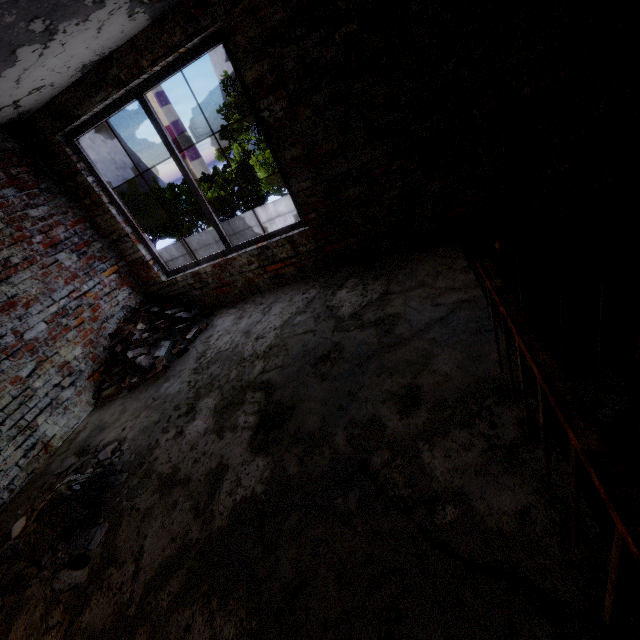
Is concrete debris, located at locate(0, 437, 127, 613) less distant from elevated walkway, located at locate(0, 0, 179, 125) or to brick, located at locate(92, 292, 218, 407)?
brick, located at locate(92, 292, 218, 407)

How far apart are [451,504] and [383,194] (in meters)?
3.33

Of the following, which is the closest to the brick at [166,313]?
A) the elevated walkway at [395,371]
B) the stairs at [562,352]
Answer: the elevated walkway at [395,371]

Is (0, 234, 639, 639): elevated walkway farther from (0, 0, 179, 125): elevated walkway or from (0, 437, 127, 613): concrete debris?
(0, 0, 179, 125): elevated walkway

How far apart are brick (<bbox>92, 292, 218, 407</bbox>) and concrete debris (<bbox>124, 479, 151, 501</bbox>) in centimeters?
77cm

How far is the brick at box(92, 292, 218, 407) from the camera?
4.09m

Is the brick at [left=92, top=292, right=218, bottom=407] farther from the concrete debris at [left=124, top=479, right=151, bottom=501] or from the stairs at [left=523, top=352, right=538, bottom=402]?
the stairs at [left=523, top=352, right=538, bottom=402]

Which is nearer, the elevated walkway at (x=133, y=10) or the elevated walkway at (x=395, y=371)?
the elevated walkway at (x=395, y=371)
